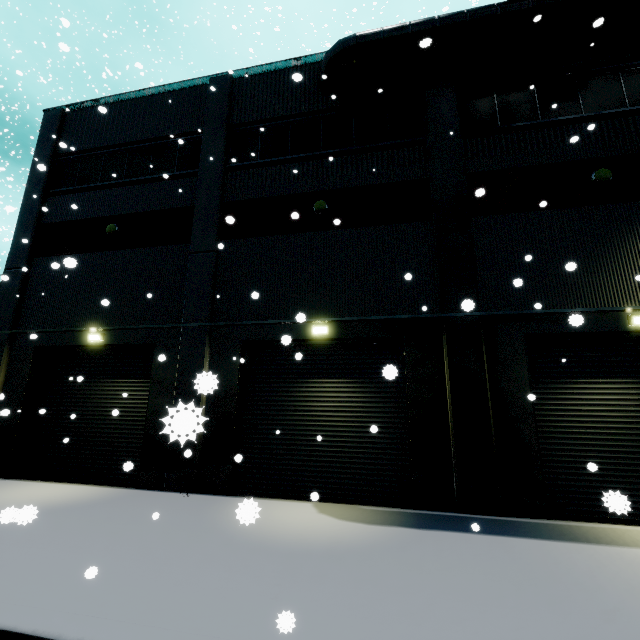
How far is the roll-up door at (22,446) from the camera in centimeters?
1036cm

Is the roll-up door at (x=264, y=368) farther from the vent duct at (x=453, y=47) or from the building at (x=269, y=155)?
the vent duct at (x=453, y=47)

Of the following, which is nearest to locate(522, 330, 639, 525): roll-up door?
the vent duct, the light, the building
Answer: the building

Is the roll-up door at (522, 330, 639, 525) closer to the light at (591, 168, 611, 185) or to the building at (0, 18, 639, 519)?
the building at (0, 18, 639, 519)

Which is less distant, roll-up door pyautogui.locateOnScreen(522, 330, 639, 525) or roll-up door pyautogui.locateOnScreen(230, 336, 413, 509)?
roll-up door pyautogui.locateOnScreen(522, 330, 639, 525)

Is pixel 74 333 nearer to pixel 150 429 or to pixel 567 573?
pixel 150 429

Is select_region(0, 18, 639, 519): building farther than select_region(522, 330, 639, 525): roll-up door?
Yes
